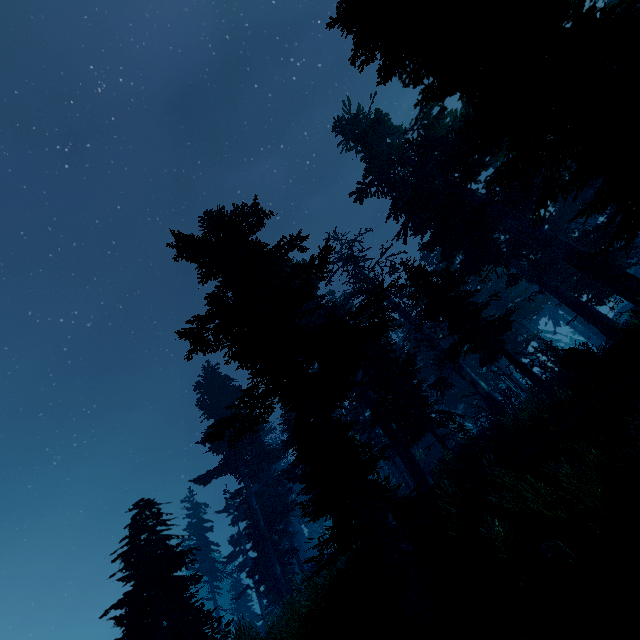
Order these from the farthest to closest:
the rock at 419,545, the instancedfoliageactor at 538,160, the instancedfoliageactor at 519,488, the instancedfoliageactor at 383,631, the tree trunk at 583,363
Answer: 1. the tree trunk at 583,363
2. the rock at 419,545
3. the instancedfoliageactor at 538,160
4. the instancedfoliageactor at 383,631
5. the instancedfoliageactor at 519,488

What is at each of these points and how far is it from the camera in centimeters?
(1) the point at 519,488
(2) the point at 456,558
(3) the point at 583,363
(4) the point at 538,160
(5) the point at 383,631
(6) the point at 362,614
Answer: (1) instancedfoliageactor, 635cm
(2) instancedfoliageactor, 708cm
(3) tree trunk, 1210cm
(4) instancedfoliageactor, 511cm
(5) instancedfoliageactor, 728cm
(6) rock, 782cm

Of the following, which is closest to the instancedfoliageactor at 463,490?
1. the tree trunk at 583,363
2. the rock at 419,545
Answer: the rock at 419,545

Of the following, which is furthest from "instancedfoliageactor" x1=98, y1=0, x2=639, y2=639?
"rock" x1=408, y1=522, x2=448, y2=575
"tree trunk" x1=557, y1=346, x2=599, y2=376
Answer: "tree trunk" x1=557, y1=346, x2=599, y2=376

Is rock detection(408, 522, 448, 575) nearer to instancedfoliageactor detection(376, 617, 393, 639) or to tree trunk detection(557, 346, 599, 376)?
instancedfoliageactor detection(376, 617, 393, 639)

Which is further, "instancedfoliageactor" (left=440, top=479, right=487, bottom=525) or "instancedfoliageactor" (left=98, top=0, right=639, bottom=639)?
"instancedfoliageactor" (left=440, top=479, right=487, bottom=525)

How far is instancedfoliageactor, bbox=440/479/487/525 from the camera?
7.8 meters

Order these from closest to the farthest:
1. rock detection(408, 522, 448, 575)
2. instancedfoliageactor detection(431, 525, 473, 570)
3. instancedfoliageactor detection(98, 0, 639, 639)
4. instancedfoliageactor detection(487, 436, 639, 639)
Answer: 1. instancedfoliageactor detection(487, 436, 639, 639)
2. instancedfoliageactor detection(98, 0, 639, 639)
3. instancedfoliageactor detection(431, 525, 473, 570)
4. rock detection(408, 522, 448, 575)
